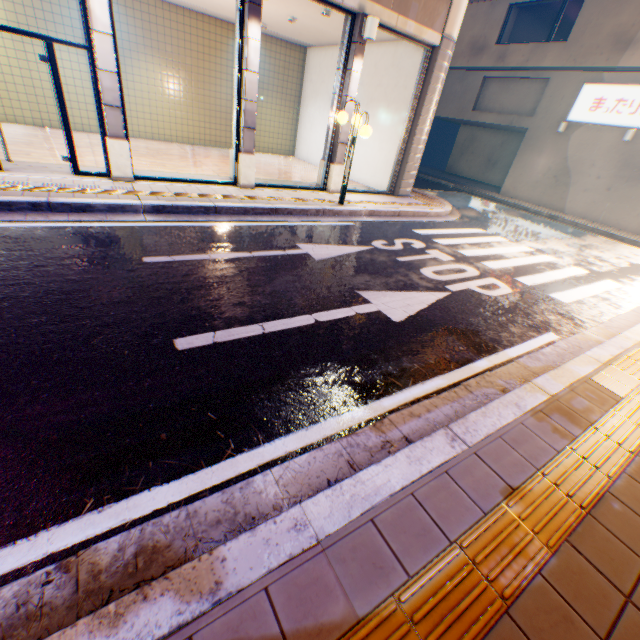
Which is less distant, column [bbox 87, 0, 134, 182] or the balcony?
column [bbox 87, 0, 134, 182]

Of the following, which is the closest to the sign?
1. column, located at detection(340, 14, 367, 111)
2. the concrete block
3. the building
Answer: the building

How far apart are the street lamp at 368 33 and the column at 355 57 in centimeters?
2cm

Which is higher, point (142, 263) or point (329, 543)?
point (329, 543)

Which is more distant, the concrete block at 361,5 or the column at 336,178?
the column at 336,178

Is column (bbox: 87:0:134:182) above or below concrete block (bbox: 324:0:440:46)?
below

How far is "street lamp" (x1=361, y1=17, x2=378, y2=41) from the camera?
7.7 meters

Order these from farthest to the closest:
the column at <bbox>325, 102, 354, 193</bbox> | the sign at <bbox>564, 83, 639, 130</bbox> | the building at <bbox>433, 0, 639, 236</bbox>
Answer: the building at <bbox>433, 0, 639, 236</bbox> → the sign at <bbox>564, 83, 639, 130</bbox> → the column at <bbox>325, 102, 354, 193</bbox>
